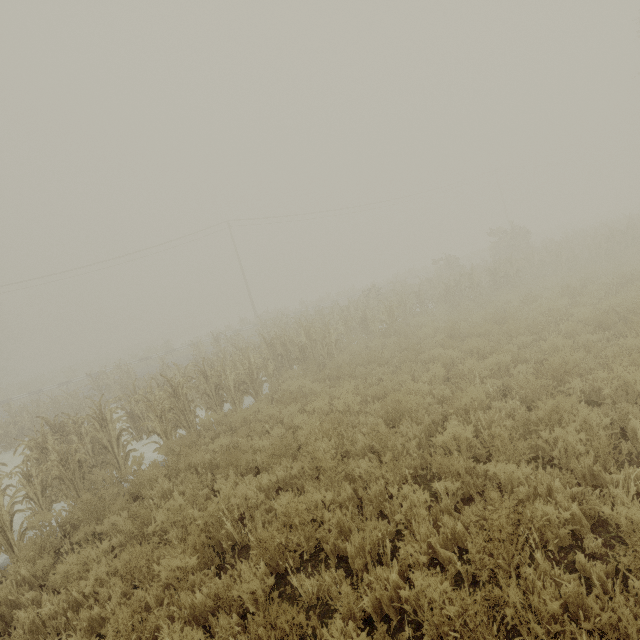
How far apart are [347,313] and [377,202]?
28.47m
